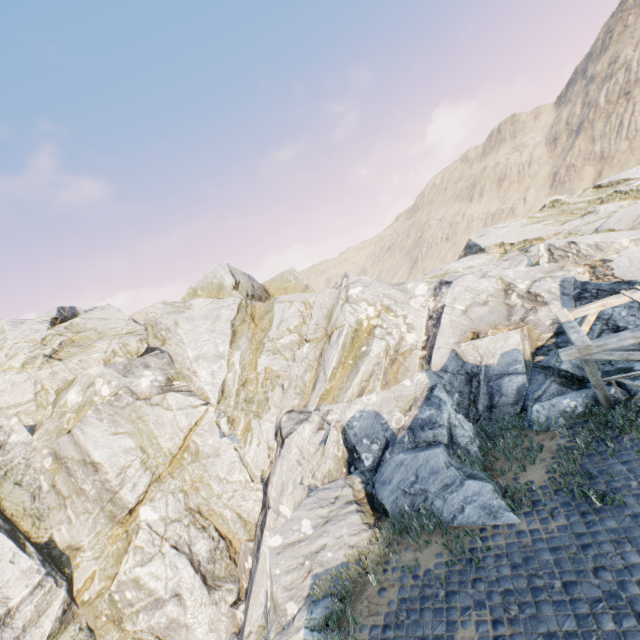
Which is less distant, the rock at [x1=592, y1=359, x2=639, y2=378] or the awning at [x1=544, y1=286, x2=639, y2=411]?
the awning at [x1=544, y1=286, x2=639, y2=411]

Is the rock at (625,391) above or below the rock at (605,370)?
below

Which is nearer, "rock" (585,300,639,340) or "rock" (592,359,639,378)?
"rock" (592,359,639,378)

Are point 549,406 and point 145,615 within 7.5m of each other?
no

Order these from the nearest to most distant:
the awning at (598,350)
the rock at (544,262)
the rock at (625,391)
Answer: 1. the awning at (598,350)
2. the rock at (625,391)
3. the rock at (544,262)

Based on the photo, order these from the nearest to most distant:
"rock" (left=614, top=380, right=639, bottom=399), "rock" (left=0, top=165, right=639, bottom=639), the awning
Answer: the awning, "rock" (left=614, top=380, right=639, bottom=399), "rock" (left=0, top=165, right=639, bottom=639)
